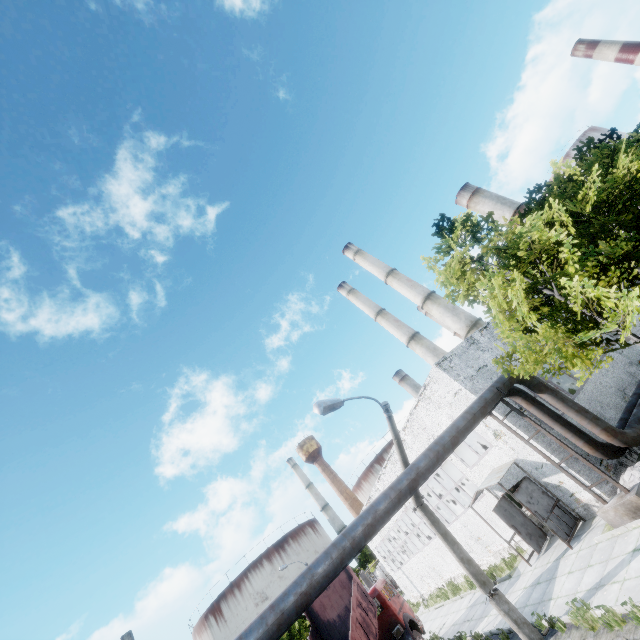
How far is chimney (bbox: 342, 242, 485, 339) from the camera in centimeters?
3600cm

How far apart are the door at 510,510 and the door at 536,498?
1.7m

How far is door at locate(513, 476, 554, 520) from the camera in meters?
13.2

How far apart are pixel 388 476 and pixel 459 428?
15.02m

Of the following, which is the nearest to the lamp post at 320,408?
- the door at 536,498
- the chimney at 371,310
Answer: the door at 536,498

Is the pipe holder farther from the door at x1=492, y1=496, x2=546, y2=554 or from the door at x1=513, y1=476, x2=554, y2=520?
the door at x1=492, y1=496, x2=546, y2=554

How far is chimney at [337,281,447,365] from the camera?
41.88m

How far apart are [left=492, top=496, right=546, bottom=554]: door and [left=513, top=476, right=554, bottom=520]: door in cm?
170
